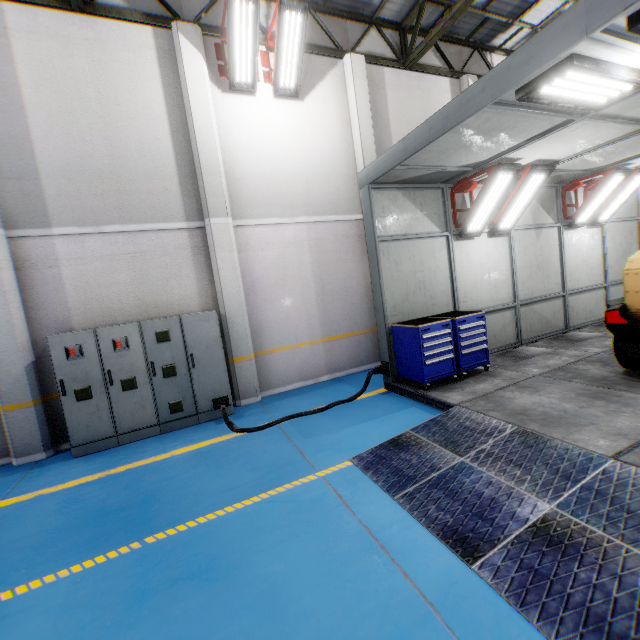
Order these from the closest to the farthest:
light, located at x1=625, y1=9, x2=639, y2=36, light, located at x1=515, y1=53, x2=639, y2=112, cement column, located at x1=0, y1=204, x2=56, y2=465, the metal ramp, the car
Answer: the metal ramp → light, located at x1=625, y1=9, x2=639, y2=36 → light, located at x1=515, y1=53, x2=639, y2=112 → the car → cement column, located at x1=0, y1=204, x2=56, y2=465

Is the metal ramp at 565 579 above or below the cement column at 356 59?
below

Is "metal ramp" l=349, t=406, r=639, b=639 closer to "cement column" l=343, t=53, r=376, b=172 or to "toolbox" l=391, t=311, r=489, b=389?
"toolbox" l=391, t=311, r=489, b=389

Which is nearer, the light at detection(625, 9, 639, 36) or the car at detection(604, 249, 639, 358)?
the light at detection(625, 9, 639, 36)

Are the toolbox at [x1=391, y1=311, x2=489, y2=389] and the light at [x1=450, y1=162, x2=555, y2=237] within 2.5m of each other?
yes

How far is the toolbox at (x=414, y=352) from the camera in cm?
586

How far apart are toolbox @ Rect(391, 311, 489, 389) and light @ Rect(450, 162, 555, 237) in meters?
1.7 m

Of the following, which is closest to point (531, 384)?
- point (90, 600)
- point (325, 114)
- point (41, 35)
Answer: point (90, 600)
